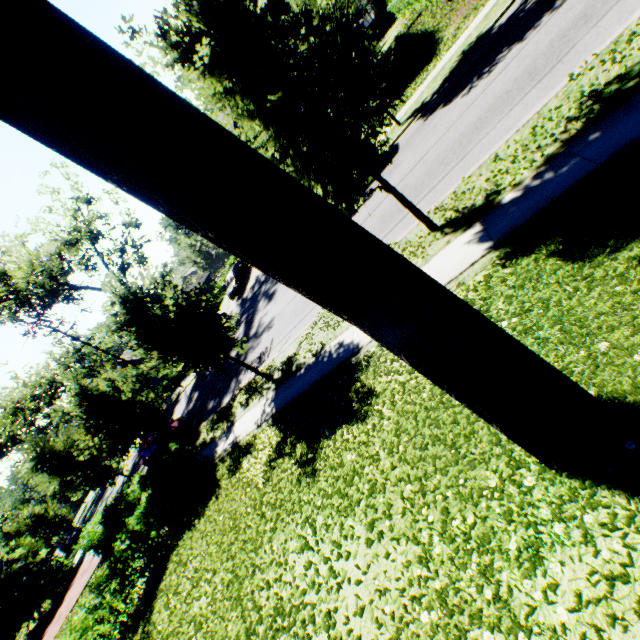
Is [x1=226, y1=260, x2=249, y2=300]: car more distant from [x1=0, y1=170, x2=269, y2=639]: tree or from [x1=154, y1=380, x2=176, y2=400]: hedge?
[x1=154, y1=380, x2=176, y2=400]: hedge

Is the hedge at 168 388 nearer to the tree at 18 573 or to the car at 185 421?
the tree at 18 573

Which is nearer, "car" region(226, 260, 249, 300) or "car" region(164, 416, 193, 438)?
"car" region(164, 416, 193, 438)

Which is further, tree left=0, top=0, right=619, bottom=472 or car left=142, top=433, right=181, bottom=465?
car left=142, top=433, right=181, bottom=465

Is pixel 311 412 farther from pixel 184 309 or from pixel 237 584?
pixel 184 309

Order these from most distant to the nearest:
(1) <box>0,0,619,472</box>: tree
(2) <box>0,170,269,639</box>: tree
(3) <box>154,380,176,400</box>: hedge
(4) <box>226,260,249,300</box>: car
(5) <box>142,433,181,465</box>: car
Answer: (3) <box>154,380,176,400</box>: hedge → (4) <box>226,260,249,300</box>: car → (5) <box>142,433,181,465</box>: car → (2) <box>0,170,269,639</box>: tree → (1) <box>0,0,619,472</box>: tree

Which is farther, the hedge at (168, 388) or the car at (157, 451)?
the hedge at (168, 388)

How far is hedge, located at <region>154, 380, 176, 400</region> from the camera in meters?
36.2
